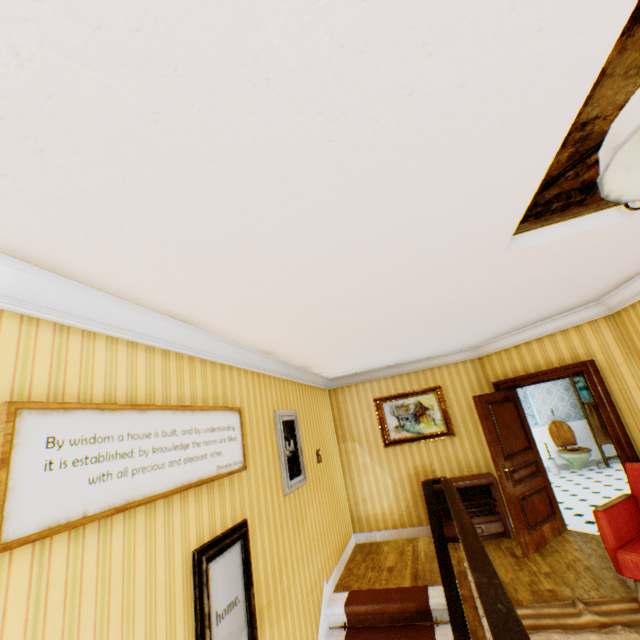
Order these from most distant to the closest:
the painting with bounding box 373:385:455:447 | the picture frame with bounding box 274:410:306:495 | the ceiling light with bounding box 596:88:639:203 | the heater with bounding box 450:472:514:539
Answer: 1. the painting with bounding box 373:385:455:447
2. the heater with bounding box 450:472:514:539
3. the picture frame with bounding box 274:410:306:495
4. the ceiling light with bounding box 596:88:639:203

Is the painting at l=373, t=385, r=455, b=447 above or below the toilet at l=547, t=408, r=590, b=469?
above

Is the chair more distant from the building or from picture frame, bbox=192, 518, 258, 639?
picture frame, bbox=192, 518, 258, 639

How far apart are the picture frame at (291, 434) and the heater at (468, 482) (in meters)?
2.44

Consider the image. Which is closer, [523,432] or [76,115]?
[76,115]

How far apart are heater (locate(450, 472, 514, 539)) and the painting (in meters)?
0.81

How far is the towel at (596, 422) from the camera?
8.45m

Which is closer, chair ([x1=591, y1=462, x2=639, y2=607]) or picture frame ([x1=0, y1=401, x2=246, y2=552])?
picture frame ([x1=0, y1=401, x2=246, y2=552])
